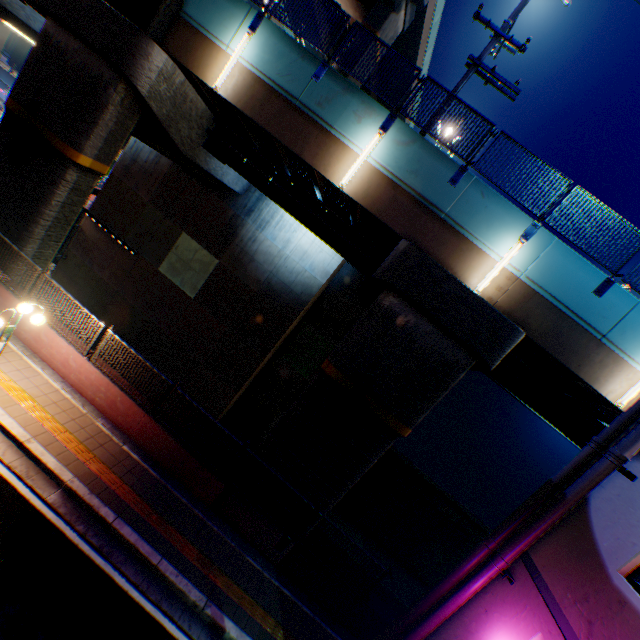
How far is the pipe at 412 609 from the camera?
5.86m

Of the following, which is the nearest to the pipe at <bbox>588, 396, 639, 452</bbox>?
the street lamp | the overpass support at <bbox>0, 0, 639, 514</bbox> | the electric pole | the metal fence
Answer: the metal fence

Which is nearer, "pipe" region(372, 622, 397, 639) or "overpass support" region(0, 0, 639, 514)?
"pipe" region(372, 622, 397, 639)

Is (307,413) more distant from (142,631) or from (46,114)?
(46,114)

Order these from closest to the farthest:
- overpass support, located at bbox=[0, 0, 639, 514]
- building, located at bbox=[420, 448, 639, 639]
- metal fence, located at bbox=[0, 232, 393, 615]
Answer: building, located at bbox=[420, 448, 639, 639] < metal fence, located at bbox=[0, 232, 393, 615] < overpass support, located at bbox=[0, 0, 639, 514]

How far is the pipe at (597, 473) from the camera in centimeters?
501cm

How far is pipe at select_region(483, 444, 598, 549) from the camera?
5.40m
